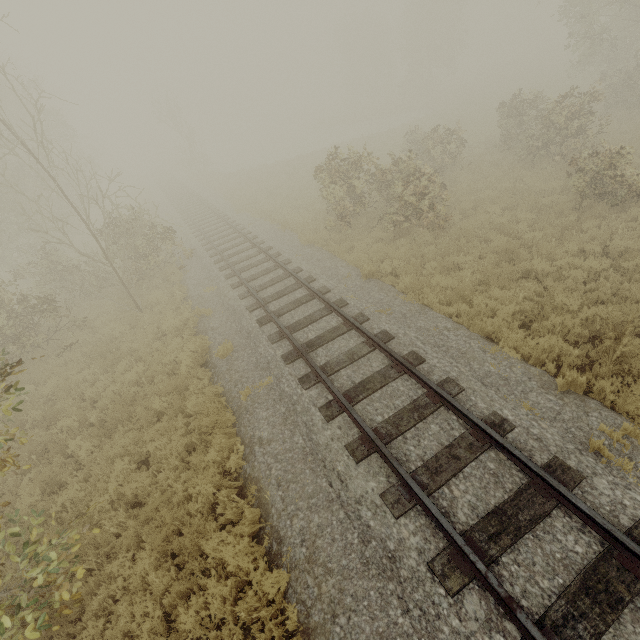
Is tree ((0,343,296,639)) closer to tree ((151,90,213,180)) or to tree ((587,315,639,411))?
tree ((587,315,639,411))

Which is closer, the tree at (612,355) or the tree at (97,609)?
the tree at (97,609)

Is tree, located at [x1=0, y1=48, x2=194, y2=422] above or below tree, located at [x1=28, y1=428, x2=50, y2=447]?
above

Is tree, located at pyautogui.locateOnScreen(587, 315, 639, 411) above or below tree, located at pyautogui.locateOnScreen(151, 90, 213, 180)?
below

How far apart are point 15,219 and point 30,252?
2.5 meters

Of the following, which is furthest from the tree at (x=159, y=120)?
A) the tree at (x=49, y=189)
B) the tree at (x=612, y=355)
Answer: the tree at (x=612, y=355)

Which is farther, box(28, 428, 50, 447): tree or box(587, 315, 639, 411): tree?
box(28, 428, 50, 447): tree

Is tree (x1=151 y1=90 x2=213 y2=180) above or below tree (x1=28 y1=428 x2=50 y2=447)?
above
